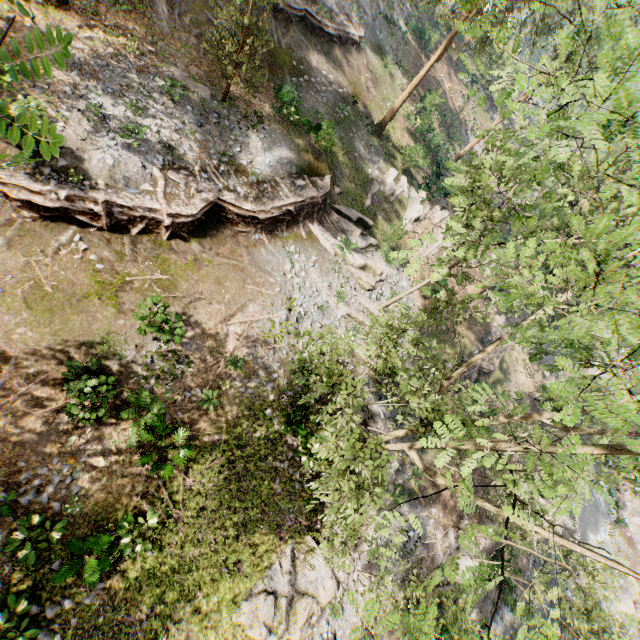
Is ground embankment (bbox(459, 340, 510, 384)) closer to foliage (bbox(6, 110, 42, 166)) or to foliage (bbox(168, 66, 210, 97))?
foliage (bbox(6, 110, 42, 166))

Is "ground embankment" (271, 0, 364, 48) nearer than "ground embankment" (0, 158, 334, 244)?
No

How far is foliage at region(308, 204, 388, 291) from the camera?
21.4m

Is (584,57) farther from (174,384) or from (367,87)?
(367,87)

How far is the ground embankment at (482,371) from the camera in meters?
28.0

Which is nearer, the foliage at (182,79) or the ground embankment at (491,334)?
the foliage at (182,79)

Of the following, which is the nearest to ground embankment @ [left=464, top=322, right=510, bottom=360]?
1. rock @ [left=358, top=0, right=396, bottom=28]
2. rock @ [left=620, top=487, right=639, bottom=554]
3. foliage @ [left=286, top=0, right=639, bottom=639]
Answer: foliage @ [left=286, top=0, right=639, bottom=639]

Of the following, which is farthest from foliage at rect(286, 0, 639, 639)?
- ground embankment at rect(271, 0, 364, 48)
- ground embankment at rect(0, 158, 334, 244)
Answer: ground embankment at rect(271, 0, 364, 48)
